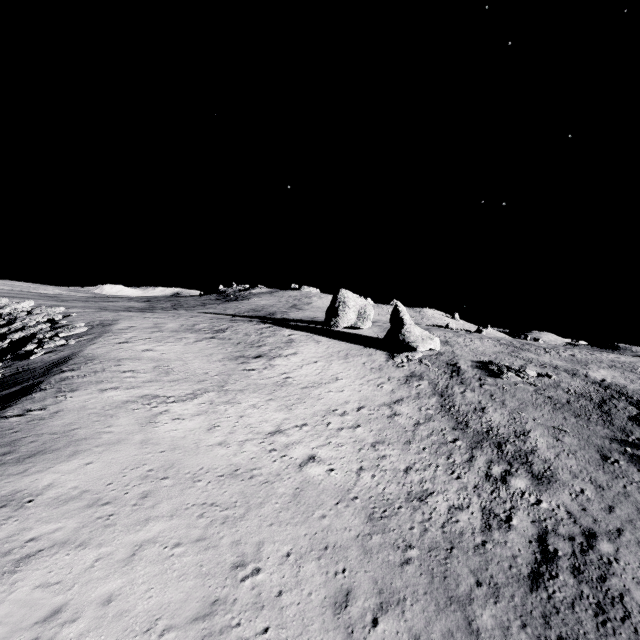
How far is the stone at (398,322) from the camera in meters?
37.9 m

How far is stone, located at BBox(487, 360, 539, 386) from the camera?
32.84m

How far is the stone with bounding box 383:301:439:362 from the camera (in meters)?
37.94

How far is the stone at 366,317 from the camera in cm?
5003

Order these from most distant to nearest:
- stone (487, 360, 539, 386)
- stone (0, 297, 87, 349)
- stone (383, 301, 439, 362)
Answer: stone (383, 301, 439, 362), stone (487, 360, 539, 386), stone (0, 297, 87, 349)

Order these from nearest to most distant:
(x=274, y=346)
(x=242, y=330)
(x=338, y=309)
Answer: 1. (x=274, y=346)
2. (x=242, y=330)
3. (x=338, y=309)

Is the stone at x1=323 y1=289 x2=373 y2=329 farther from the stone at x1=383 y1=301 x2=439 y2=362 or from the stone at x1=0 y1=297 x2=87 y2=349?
the stone at x1=0 y1=297 x2=87 y2=349

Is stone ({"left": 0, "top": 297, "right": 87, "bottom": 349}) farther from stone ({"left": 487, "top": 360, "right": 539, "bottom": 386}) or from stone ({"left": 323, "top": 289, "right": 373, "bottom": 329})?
stone ({"left": 487, "top": 360, "right": 539, "bottom": 386})
